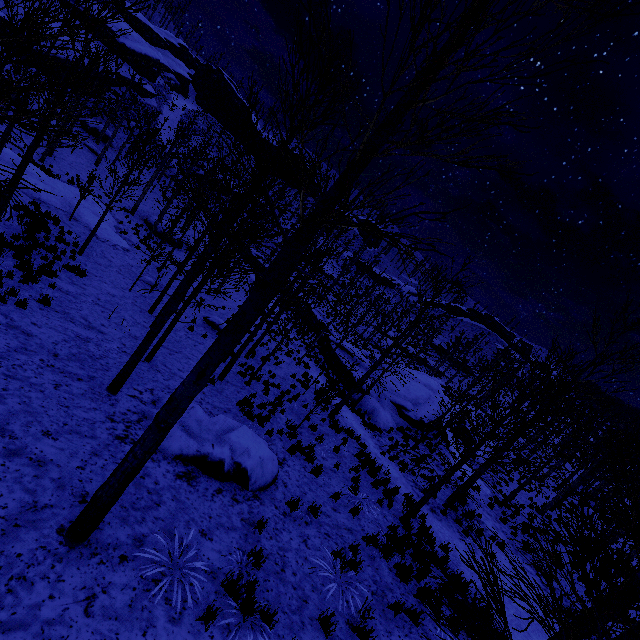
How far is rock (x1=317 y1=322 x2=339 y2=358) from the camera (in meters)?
27.94

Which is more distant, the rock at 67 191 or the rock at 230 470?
the rock at 67 191

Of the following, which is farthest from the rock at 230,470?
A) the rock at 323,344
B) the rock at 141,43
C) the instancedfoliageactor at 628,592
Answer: the rock at 141,43

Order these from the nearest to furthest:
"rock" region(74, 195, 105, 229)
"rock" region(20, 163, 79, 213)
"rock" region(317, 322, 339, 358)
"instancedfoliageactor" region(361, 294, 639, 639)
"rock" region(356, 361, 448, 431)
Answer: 1. "instancedfoliageactor" region(361, 294, 639, 639)
2. "rock" region(20, 163, 79, 213)
3. "rock" region(74, 195, 105, 229)
4. "rock" region(356, 361, 448, 431)
5. "rock" region(317, 322, 339, 358)

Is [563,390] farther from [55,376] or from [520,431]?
[55,376]

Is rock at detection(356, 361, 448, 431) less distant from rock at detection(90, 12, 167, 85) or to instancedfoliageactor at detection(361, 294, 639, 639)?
instancedfoliageactor at detection(361, 294, 639, 639)

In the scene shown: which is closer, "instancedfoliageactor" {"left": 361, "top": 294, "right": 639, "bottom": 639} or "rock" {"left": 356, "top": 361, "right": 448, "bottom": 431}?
"instancedfoliageactor" {"left": 361, "top": 294, "right": 639, "bottom": 639}

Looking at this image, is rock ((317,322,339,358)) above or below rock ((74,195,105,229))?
above
